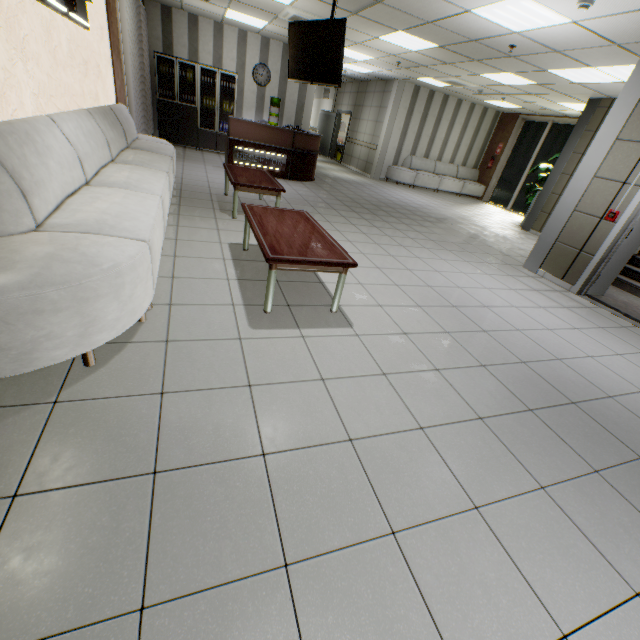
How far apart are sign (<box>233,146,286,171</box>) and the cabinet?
2.8 meters

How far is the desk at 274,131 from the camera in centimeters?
774cm

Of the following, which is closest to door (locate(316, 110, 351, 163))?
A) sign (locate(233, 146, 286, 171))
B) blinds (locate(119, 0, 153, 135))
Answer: sign (locate(233, 146, 286, 171))

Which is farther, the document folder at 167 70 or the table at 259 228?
the document folder at 167 70

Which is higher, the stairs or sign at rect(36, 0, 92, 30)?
sign at rect(36, 0, 92, 30)

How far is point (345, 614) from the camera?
1.2 meters

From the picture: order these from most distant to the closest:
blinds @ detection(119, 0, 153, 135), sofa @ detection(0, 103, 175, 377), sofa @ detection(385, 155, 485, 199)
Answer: sofa @ detection(385, 155, 485, 199) < blinds @ detection(119, 0, 153, 135) < sofa @ detection(0, 103, 175, 377)

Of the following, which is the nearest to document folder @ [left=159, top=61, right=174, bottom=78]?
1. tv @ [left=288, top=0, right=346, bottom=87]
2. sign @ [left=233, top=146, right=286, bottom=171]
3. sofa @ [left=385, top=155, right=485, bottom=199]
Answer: sign @ [left=233, top=146, right=286, bottom=171]
